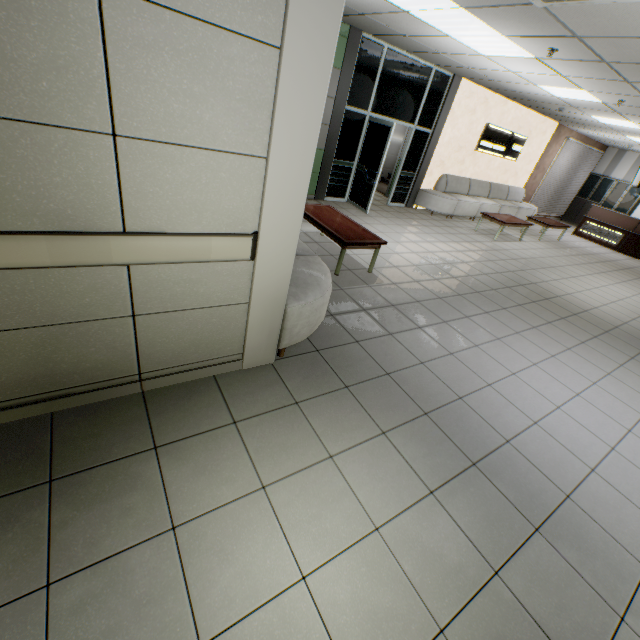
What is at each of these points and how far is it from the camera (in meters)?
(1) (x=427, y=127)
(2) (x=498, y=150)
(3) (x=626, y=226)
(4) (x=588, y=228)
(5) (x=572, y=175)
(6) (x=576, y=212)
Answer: (1) doorway, 8.52
(2) sign, 10.34
(3) desk, 11.44
(4) sign, 12.29
(5) blinds, 13.60
(6) cabinet, 14.83

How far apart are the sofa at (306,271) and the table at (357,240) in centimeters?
68cm

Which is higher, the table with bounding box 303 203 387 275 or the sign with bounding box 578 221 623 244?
the table with bounding box 303 203 387 275

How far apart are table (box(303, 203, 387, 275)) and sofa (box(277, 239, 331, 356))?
0.7 meters

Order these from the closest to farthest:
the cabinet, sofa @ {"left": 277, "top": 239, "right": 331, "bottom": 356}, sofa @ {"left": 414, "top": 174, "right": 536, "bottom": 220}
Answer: sofa @ {"left": 277, "top": 239, "right": 331, "bottom": 356}, sofa @ {"left": 414, "top": 174, "right": 536, "bottom": 220}, the cabinet

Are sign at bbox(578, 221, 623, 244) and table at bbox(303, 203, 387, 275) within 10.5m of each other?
no

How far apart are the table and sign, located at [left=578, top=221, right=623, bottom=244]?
12.1 meters

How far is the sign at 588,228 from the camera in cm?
1168
